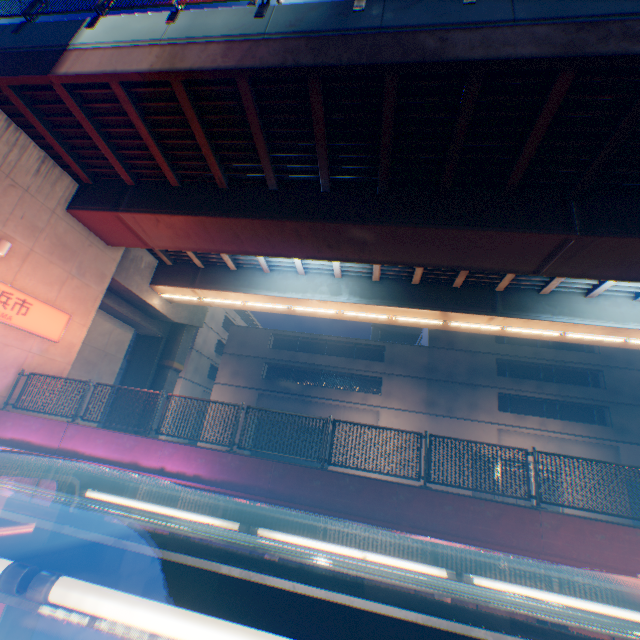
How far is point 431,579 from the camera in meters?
3.5 m

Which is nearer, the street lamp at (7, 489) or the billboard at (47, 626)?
the billboard at (47, 626)

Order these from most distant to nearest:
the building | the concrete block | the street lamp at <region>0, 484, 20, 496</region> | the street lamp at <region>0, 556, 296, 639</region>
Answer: the building, the street lamp at <region>0, 484, 20, 496</region>, the concrete block, the street lamp at <region>0, 556, 296, 639</region>

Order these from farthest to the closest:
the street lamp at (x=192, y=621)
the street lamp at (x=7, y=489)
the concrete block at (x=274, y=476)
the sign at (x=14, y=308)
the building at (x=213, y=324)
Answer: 1. the building at (x=213, y=324)
2. the sign at (x=14, y=308)
3. the street lamp at (x=7, y=489)
4. the concrete block at (x=274, y=476)
5. the street lamp at (x=192, y=621)

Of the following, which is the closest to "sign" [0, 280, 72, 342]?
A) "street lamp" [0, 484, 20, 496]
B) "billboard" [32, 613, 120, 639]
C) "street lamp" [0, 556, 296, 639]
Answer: "street lamp" [0, 484, 20, 496]

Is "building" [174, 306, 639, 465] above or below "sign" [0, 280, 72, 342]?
above

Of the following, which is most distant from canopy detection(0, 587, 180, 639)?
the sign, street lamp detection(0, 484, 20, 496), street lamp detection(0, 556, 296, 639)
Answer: the sign

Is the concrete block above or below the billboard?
above
